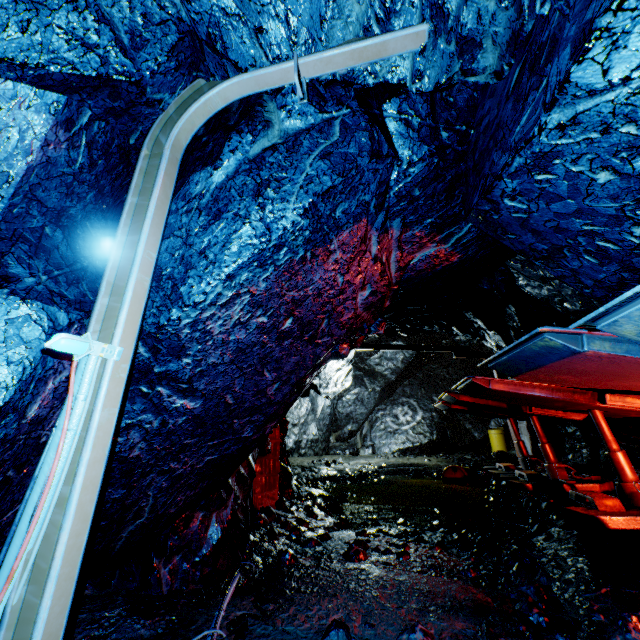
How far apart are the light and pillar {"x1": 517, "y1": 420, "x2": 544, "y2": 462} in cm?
1403

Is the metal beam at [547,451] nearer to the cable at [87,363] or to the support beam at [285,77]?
the cable at [87,363]

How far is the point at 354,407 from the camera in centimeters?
1712cm

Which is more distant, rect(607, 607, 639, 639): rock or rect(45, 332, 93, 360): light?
rect(607, 607, 639, 639): rock

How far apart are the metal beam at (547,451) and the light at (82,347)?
9.70m

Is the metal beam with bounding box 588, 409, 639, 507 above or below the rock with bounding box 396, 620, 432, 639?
above

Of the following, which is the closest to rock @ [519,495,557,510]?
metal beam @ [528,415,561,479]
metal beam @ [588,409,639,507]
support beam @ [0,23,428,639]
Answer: support beam @ [0,23,428,639]

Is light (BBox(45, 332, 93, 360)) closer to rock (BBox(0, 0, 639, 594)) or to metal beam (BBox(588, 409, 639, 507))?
rock (BBox(0, 0, 639, 594))
